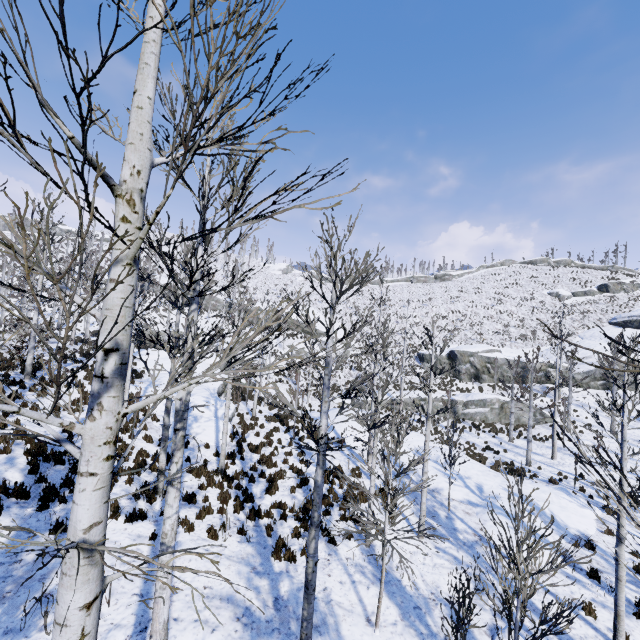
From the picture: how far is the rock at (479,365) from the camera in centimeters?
3716cm

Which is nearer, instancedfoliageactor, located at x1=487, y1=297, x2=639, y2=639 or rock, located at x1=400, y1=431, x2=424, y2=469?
instancedfoliageactor, located at x1=487, y1=297, x2=639, y2=639

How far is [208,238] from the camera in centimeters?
514cm

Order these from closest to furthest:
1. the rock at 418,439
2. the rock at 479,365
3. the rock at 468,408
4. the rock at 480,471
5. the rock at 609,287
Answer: the rock at 480,471 → the rock at 418,439 → the rock at 468,408 → the rock at 479,365 → the rock at 609,287

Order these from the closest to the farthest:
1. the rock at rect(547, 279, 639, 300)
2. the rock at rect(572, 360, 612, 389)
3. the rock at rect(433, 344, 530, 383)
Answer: the rock at rect(572, 360, 612, 389), the rock at rect(433, 344, 530, 383), the rock at rect(547, 279, 639, 300)

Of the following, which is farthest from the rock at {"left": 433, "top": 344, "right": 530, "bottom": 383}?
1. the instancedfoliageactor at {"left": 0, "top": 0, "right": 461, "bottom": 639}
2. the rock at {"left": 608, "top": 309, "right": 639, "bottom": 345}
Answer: the instancedfoliageactor at {"left": 0, "top": 0, "right": 461, "bottom": 639}

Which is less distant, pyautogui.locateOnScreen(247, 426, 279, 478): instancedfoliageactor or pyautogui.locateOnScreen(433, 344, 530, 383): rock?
pyautogui.locateOnScreen(247, 426, 279, 478): instancedfoliageactor

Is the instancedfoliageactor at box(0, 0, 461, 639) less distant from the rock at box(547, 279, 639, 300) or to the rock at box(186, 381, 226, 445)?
the rock at box(186, 381, 226, 445)
